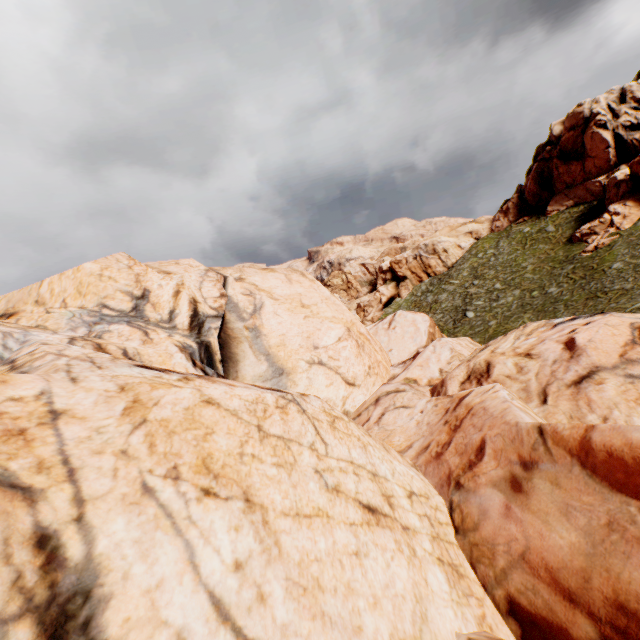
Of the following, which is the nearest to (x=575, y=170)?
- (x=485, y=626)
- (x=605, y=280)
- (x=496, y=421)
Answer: (x=605, y=280)
